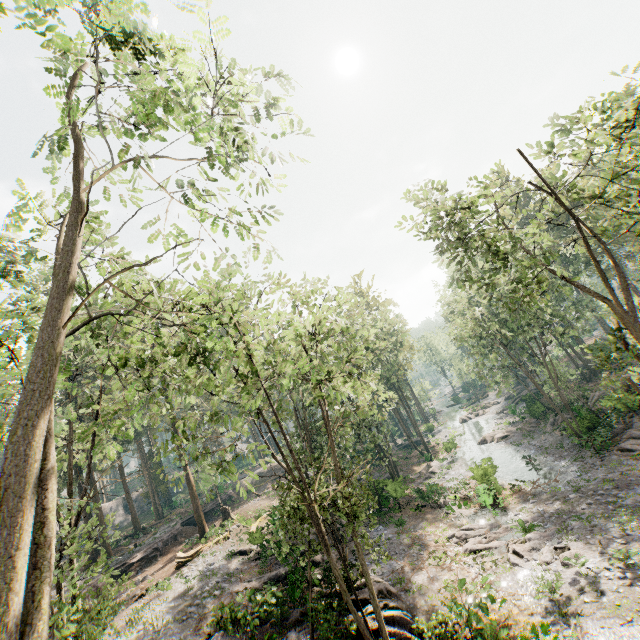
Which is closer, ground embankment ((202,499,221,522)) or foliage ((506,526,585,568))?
foliage ((506,526,585,568))

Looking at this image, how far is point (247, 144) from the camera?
8.1m

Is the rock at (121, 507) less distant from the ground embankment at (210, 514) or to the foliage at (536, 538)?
the foliage at (536, 538)

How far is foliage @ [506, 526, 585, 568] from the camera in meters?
16.4 m

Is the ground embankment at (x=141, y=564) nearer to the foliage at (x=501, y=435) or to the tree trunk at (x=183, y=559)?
the foliage at (x=501, y=435)

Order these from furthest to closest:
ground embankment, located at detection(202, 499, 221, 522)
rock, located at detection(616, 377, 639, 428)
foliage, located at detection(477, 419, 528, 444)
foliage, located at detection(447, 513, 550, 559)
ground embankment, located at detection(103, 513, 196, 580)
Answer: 1. ground embankment, located at detection(202, 499, 221, 522)
2. foliage, located at detection(477, 419, 528, 444)
3. ground embankment, located at detection(103, 513, 196, 580)
4. rock, located at detection(616, 377, 639, 428)
5. foliage, located at detection(447, 513, 550, 559)
